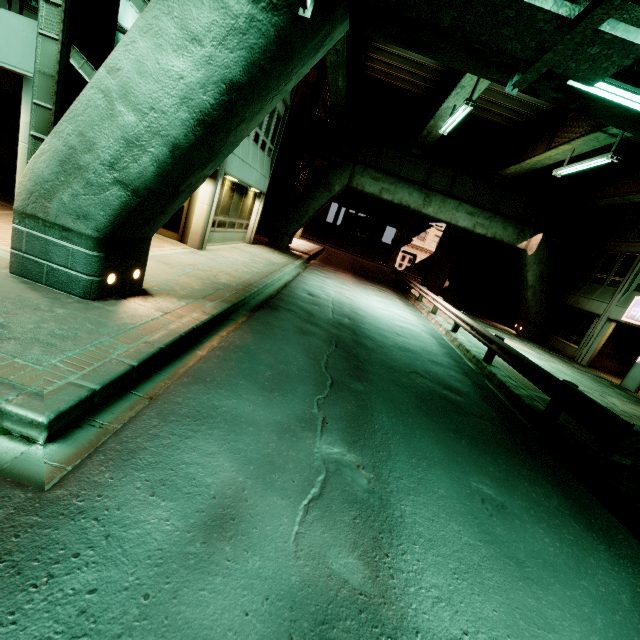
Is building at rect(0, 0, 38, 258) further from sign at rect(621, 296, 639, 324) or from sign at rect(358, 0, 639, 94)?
sign at rect(621, 296, 639, 324)

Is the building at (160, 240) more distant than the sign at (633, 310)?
No

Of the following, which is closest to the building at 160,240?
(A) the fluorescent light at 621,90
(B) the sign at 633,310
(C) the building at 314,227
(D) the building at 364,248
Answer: (A) the fluorescent light at 621,90

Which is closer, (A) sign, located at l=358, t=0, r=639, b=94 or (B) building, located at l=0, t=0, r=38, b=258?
(A) sign, located at l=358, t=0, r=639, b=94

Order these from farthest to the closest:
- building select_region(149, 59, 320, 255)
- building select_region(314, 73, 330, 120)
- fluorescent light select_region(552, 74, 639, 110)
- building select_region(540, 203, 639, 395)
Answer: building select_region(314, 73, 330, 120) < building select_region(540, 203, 639, 395) < building select_region(149, 59, 320, 255) < fluorescent light select_region(552, 74, 639, 110)

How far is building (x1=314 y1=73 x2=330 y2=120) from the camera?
23.39m

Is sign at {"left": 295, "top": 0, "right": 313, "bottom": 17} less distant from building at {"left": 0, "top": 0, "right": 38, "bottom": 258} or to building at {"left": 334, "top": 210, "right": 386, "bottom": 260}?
building at {"left": 0, "top": 0, "right": 38, "bottom": 258}

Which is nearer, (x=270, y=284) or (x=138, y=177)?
(x=138, y=177)
